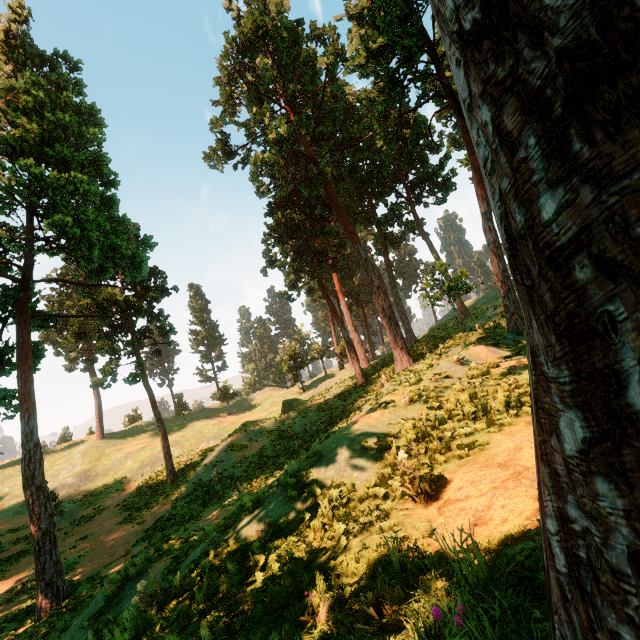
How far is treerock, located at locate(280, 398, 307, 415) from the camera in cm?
3256

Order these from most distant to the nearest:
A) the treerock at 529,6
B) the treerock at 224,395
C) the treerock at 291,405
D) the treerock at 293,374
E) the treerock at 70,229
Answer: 1. the treerock at 224,395
2. the treerock at 293,374
3. the treerock at 291,405
4. the treerock at 70,229
5. the treerock at 529,6

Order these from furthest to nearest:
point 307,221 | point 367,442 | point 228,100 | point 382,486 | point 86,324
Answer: point 86,324, point 307,221, point 228,100, point 367,442, point 382,486

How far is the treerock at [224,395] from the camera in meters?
49.0

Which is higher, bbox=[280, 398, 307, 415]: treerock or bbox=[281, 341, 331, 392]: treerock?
bbox=[281, 341, 331, 392]: treerock
